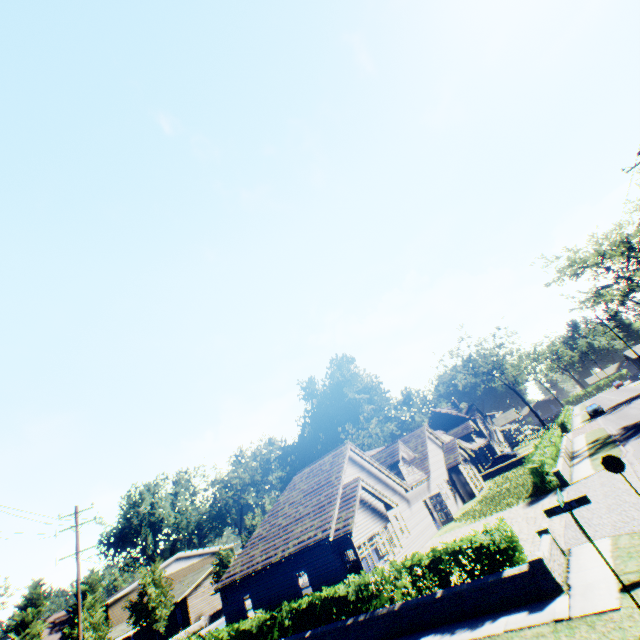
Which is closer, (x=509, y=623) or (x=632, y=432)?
(x=509, y=623)

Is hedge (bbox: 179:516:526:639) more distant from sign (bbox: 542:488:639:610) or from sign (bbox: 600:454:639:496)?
sign (bbox: 600:454:639:496)

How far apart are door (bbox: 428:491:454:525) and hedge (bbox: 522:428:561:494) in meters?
7.5 m

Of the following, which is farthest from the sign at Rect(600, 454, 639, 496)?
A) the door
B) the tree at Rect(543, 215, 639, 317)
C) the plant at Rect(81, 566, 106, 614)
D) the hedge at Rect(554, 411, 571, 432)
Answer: the plant at Rect(81, 566, 106, 614)

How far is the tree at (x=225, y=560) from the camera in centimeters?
3888cm

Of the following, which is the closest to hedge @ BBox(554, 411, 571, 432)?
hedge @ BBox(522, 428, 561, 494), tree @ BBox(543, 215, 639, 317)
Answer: tree @ BBox(543, 215, 639, 317)

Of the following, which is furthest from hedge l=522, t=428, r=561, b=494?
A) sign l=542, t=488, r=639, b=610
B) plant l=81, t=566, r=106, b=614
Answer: plant l=81, t=566, r=106, b=614

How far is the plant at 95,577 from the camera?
32.88m
